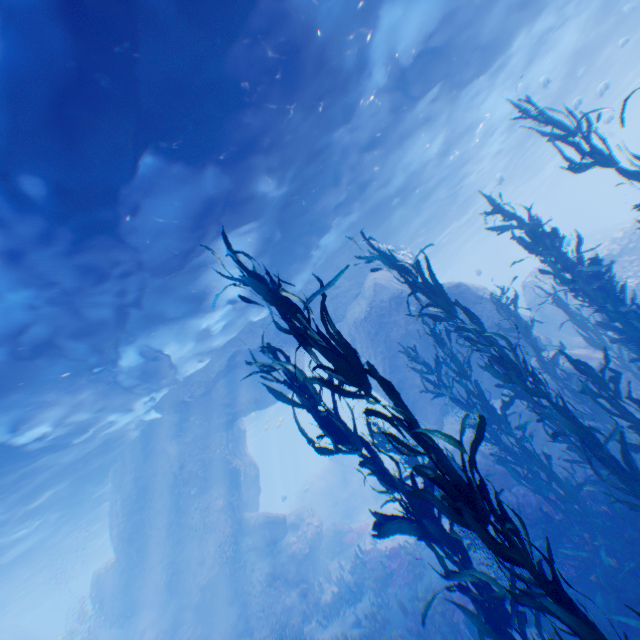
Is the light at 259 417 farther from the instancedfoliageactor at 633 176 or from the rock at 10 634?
the instancedfoliageactor at 633 176

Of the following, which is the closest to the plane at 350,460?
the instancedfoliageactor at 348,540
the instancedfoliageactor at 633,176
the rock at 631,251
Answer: the rock at 631,251

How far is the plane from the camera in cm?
2804

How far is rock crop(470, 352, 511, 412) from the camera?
12.54m

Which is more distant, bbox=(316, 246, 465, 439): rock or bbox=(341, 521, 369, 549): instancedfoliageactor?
bbox=(341, 521, 369, 549): instancedfoliageactor

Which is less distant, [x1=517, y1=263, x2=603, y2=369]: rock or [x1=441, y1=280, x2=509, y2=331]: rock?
[x1=517, y1=263, x2=603, y2=369]: rock

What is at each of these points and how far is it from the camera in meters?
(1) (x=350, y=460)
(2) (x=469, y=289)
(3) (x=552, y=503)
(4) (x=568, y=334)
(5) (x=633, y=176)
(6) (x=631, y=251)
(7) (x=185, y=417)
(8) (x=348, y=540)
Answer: (1) plane, 29.3 m
(2) rock, 12.8 m
(3) instancedfoliageactor, 7.6 m
(4) rock, 16.3 m
(5) instancedfoliageactor, 6.0 m
(6) rock, 14.9 m
(7) rock, 18.3 m
(8) instancedfoliageactor, 19.3 m

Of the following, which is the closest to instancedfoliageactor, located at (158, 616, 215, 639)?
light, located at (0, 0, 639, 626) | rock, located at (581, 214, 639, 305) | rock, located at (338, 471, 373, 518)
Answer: rock, located at (581, 214, 639, 305)
